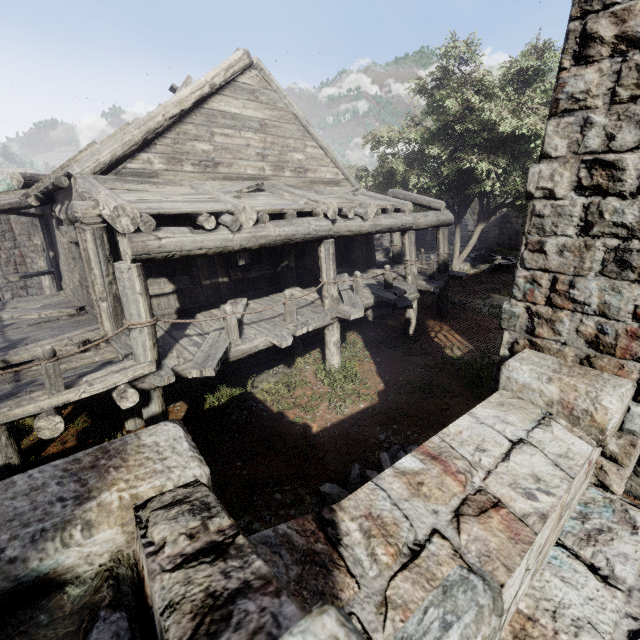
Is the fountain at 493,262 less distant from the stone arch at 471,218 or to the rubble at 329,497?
the stone arch at 471,218

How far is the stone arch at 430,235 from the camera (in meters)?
31.73

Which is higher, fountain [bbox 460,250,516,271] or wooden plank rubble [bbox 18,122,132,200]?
wooden plank rubble [bbox 18,122,132,200]

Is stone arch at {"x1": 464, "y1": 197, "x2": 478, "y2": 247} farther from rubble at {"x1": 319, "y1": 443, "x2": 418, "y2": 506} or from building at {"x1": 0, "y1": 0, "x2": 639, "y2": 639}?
rubble at {"x1": 319, "y1": 443, "x2": 418, "y2": 506}

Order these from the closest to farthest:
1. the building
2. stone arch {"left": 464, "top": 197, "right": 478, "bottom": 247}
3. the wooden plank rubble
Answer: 1. the building
2. the wooden plank rubble
3. stone arch {"left": 464, "top": 197, "right": 478, "bottom": 247}

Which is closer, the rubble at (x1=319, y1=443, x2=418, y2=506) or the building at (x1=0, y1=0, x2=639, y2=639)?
the building at (x1=0, y1=0, x2=639, y2=639)

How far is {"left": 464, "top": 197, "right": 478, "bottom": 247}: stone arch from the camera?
28.8 meters

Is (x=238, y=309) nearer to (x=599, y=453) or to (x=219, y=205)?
(x=219, y=205)
